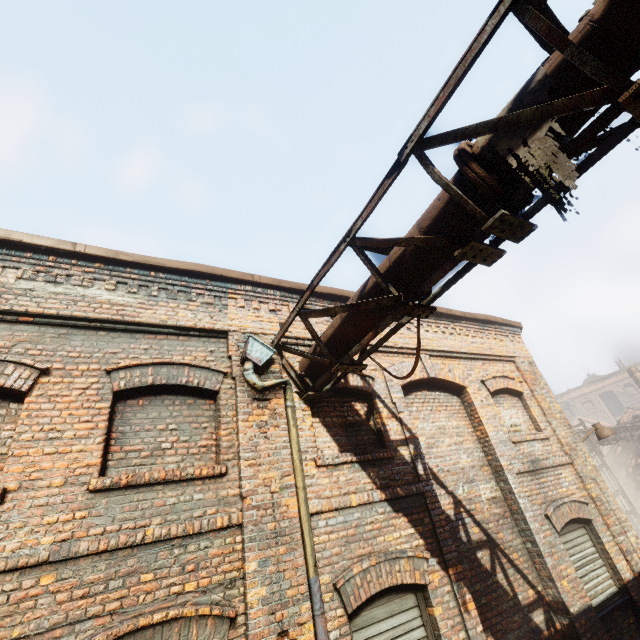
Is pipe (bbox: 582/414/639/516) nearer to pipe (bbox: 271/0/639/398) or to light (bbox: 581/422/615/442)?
light (bbox: 581/422/615/442)

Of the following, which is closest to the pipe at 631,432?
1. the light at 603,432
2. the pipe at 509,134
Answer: the light at 603,432

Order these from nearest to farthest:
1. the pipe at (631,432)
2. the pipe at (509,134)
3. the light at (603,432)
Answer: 1. the pipe at (509,134)
2. the light at (603,432)
3. the pipe at (631,432)

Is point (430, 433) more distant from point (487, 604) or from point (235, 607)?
point (235, 607)

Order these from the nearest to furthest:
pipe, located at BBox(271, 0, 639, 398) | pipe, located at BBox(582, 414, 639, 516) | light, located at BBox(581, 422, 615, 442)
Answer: pipe, located at BBox(271, 0, 639, 398)
light, located at BBox(581, 422, 615, 442)
pipe, located at BBox(582, 414, 639, 516)

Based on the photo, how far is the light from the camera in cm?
802

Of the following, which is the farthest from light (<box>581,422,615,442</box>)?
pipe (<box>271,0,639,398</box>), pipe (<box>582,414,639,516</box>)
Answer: pipe (<box>271,0,639,398</box>)
